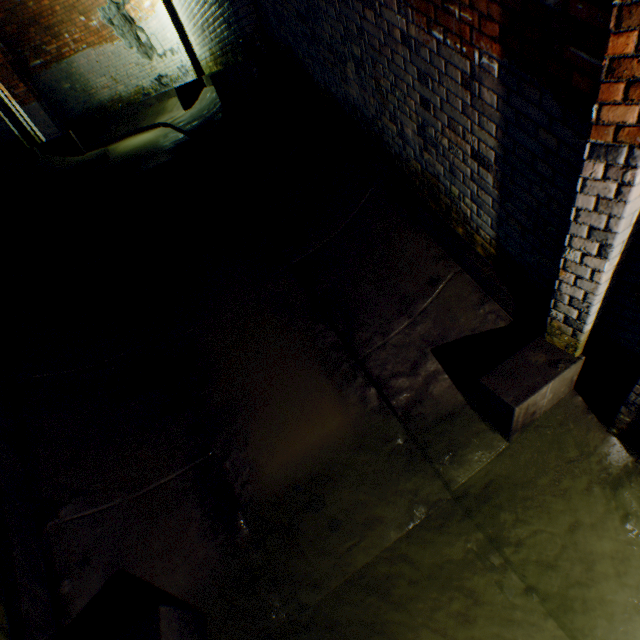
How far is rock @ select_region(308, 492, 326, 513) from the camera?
2.80m

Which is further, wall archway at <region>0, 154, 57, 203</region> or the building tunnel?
wall archway at <region>0, 154, 57, 203</region>

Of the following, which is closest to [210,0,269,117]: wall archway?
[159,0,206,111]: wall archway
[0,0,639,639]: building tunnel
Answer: [0,0,639,639]: building tunnel

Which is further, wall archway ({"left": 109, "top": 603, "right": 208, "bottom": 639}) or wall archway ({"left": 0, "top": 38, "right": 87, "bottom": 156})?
wall archway ({"left": 0, "top": 38, "right": 87, "bottom": 156})

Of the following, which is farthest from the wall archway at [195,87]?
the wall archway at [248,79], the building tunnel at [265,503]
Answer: the wall archway at [248,79]

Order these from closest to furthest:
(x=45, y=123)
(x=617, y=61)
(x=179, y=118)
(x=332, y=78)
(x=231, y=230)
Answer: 1. (x=617, y=61)
2. (x=332, y=78)
3. (x=231, y=230)
4. (x=179, y=118)
5. (x=45, y=123)

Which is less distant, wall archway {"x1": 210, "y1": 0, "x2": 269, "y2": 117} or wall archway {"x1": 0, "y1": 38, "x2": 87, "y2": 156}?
wall archway {"x1": 210, "y1": 0, "x2": 269, "y2": 117}

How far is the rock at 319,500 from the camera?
2.8m
